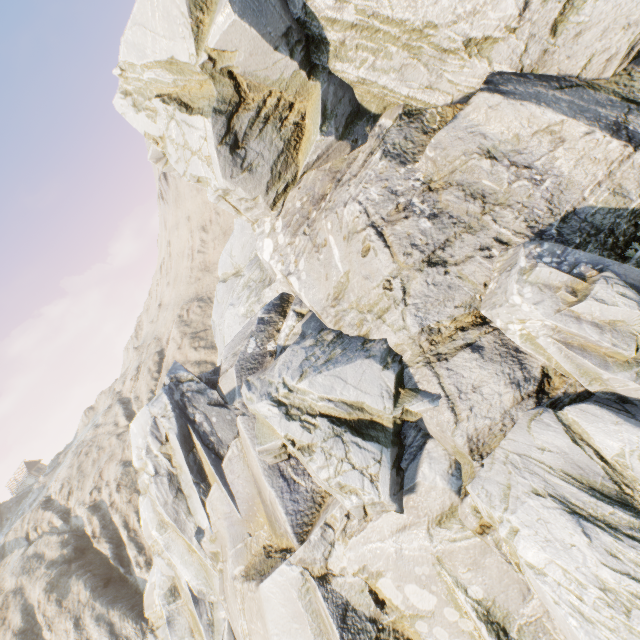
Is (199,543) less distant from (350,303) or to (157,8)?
(350,303)
